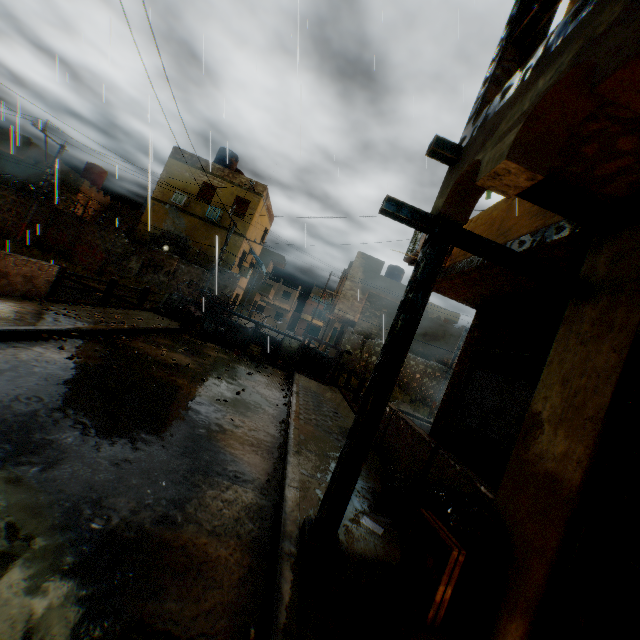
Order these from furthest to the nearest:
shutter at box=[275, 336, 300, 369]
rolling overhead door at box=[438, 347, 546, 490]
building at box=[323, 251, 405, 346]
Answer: building at box=[323, 251, 405, 346]
shutter at box=[275, 336, 300, 369]
rolling overhead door at box=[438, 347, 546, 490]

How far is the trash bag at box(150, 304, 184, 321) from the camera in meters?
13.3

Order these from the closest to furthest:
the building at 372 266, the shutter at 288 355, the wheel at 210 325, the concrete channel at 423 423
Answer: the wheel at 210 325 < the shutter at 288 355 < the concrete channel at 423 423 < the building at 372 266

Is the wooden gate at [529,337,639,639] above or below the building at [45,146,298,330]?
below

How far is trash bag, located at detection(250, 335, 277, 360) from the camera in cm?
1396

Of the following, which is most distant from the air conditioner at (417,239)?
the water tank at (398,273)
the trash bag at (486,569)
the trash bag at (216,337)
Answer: the water tank at (398,273)

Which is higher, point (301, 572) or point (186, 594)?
point (301, 572)

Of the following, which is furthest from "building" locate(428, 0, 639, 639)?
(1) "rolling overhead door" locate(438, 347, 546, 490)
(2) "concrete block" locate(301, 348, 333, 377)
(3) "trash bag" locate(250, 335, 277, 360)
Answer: (3) "trash bag" locate(250, 335, 277, 360)
